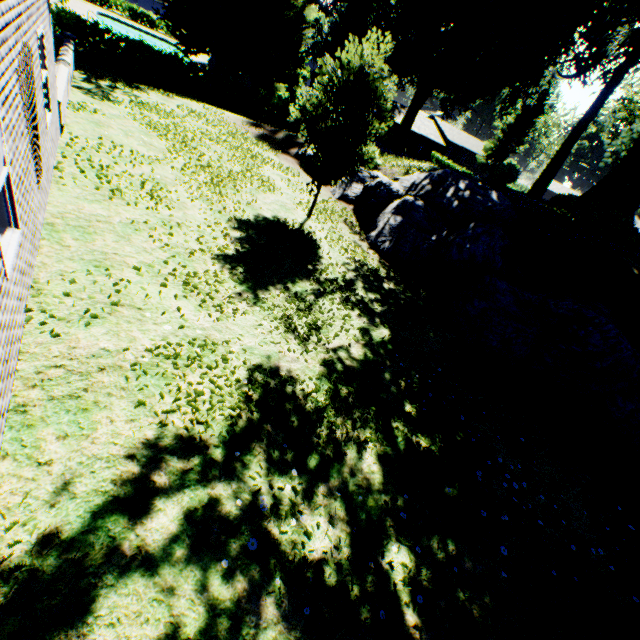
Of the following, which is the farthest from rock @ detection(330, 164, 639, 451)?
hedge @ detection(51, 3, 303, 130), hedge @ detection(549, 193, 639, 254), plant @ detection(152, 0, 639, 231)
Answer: hedge @ detection(51, 3, 303, 130)

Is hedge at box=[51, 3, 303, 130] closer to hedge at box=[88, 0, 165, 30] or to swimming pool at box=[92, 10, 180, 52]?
swimming pool at box=[92, 10, 180, 52]

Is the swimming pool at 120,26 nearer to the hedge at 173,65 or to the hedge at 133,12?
the hedge at 133,12

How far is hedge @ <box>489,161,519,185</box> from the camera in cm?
1898

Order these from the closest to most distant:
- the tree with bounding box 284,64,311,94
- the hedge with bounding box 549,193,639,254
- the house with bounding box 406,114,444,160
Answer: the hedge with bounding box 549,193,639,254 < the tree with bounding box 284,64,311,94 < the house with bounding box 406,114,444,160

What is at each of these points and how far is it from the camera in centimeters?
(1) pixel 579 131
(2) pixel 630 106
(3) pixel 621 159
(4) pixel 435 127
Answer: (1) plant, 1769cm
(2) tree, 4100cm
(3) plant, 1983cm
(4) house, 5416cm

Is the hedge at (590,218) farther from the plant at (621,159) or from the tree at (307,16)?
the tree at (307,16)

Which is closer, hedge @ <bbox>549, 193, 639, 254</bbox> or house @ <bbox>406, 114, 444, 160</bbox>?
hedge @ <bbox>549, 193, 639, 254</bbox>
